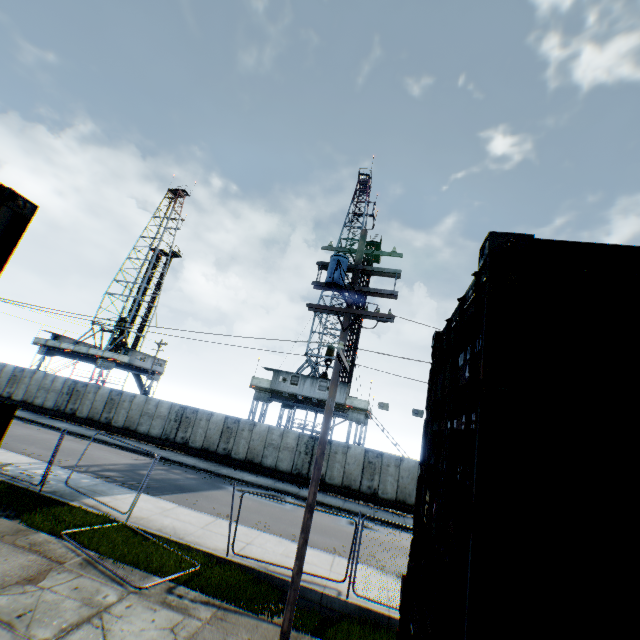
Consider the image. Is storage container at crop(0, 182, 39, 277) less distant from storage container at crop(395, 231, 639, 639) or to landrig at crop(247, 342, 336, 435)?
storage container at crop(395, 231, 639, 639)

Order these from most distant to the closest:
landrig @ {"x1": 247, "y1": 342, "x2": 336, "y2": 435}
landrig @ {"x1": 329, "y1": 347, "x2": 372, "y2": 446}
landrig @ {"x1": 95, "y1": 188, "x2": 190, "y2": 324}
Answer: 1. landrig @ {"x1": 95, "y1": 188, "x2": 190, "y2": 324}
2. landrig @ {"x1": 247, "y1": 342, "x2": 336, "y2": 435}
3. landrig @ {"x1": 329, "y1": 347, "x2": 372, "y2": 446}

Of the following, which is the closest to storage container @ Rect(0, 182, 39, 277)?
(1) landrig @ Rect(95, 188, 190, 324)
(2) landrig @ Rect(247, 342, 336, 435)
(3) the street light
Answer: (3) the street light

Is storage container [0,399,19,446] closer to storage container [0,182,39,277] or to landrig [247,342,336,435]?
storage container [0,182,39,277]

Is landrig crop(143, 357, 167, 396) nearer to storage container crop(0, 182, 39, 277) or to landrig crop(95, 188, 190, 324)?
landrig crop(95, 188, 190, 324)

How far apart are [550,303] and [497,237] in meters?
0.6 m

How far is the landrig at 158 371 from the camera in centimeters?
4528cm

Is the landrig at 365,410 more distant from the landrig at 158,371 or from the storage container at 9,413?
the storage container at 9,413
